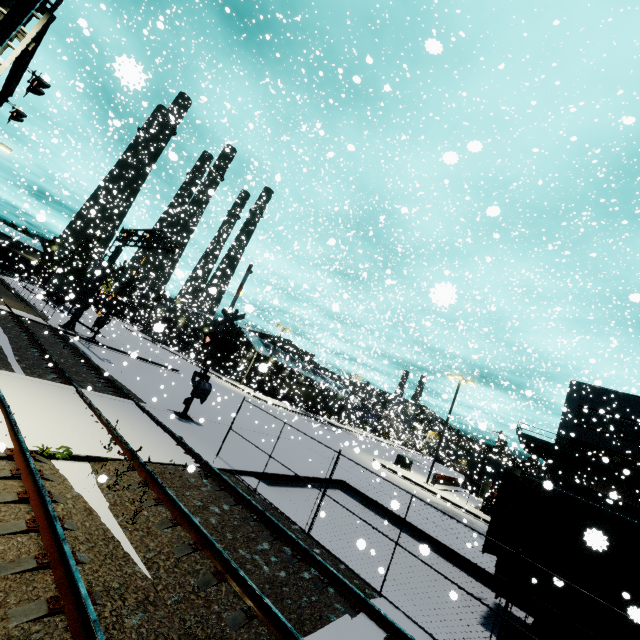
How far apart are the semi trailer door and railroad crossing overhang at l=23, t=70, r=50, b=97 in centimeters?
1794cm

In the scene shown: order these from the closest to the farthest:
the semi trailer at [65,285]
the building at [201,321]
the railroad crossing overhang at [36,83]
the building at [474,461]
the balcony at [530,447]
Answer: the railroad crossing overhang at [36,83] → the balcony at [530,447] → the semi trailer at [65,285] → the building at [201,321] → the building at [474,461]

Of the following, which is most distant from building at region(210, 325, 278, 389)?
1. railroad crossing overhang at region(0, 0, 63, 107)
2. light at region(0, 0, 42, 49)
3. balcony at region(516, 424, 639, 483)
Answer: railroad crossing overhang at region(0, 0, 63, 107)

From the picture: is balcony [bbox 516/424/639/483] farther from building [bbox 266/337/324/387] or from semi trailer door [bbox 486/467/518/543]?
semi trailer door [bbox 486/467/518/543]

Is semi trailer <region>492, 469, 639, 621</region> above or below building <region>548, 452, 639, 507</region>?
below

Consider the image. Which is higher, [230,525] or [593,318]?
[593,318]

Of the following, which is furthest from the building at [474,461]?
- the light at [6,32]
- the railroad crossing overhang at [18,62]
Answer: the railroad crossing overhang at [18,62]

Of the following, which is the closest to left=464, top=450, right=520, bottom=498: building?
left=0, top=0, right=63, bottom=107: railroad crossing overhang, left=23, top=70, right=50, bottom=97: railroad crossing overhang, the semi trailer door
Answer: the semi trailer door
